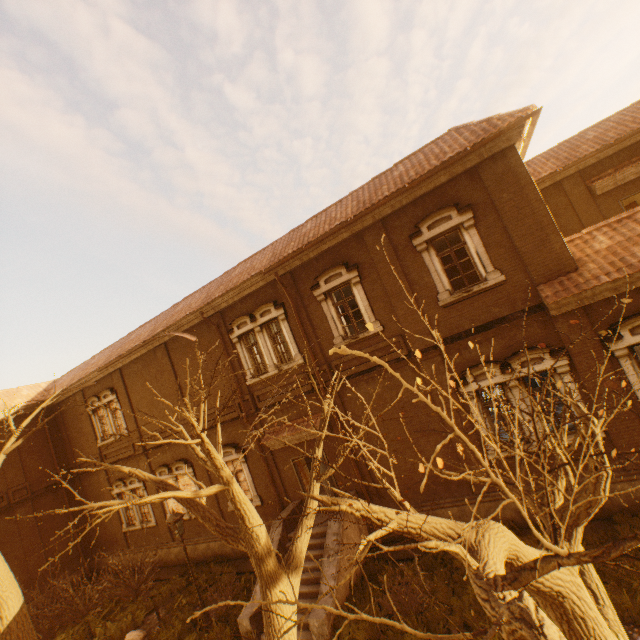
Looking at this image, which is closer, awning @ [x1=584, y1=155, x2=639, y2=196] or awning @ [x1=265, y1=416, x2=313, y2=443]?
awning @ [x1=265, y1=416, x2=313, y2=443]

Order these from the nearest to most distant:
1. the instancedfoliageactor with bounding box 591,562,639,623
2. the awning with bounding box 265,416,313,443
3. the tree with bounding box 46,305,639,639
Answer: the tree with bounding box 46,305,639,639, the instancedfoliageactor with bounding box 591,562,639,623, the awning with bounding box 265,416,313,443

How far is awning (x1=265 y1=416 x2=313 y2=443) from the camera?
12.5m

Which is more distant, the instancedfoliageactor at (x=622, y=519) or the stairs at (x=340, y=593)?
the stairs at (x=340, y=593)

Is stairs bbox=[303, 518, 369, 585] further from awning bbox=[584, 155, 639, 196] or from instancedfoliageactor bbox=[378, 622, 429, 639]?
awning bbox=[584, 155, 639, 196]

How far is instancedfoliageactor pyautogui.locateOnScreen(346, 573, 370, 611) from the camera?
9.0 meters

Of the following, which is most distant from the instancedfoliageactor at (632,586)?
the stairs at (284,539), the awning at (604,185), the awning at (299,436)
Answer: the awning at (604,185)

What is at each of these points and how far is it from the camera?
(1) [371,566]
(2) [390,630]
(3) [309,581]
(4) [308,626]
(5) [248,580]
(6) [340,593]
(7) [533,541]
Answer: (1) instancedfoliageactor, 10.5m
(2) instancedfoliageactor, 7.9m
(3) stairs, 10.1m
(4) stairs, 9.1m
(5) instancedfoliageactor, 12.2m
(6) stairs, 9.2m
(7) instancedfoliageactor, 8.9m
